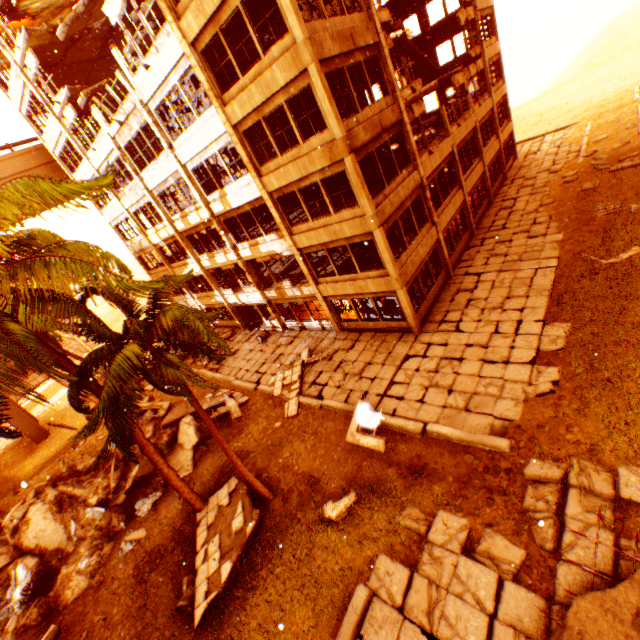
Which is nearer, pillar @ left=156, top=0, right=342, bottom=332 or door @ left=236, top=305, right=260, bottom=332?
pillar @ left=156, top=0, right=342, bottom=332

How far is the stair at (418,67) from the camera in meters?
21.6 m

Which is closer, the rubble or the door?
the rubble

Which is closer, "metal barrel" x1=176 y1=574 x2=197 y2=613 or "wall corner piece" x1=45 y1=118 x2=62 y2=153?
"metal barrel" x1=176 y1=574 x2=197 y2=613

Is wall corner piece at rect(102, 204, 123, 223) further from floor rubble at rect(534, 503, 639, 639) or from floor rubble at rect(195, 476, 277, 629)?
floor rubble at rect(534, 503, 639, 639)

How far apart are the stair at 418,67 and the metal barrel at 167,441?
27.0 meters

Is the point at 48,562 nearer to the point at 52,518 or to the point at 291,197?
the point at 52,518

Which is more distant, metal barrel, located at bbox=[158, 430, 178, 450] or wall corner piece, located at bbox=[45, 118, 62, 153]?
wall corner piece, located at bbox=[45, 118, 62, 153]
